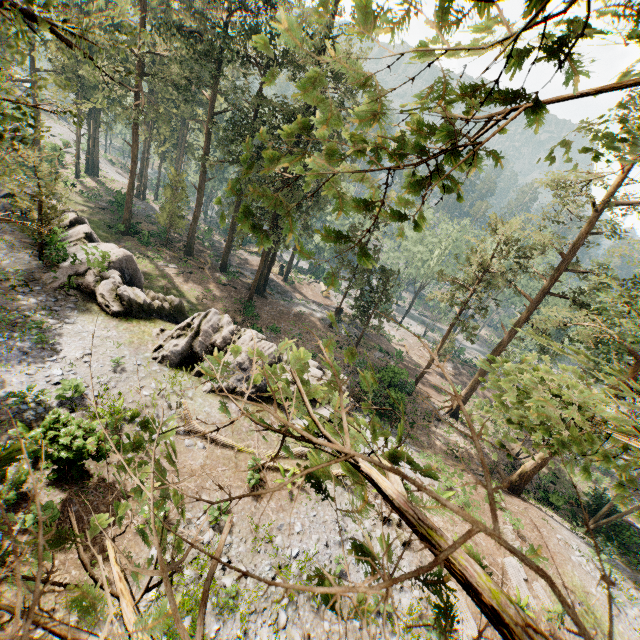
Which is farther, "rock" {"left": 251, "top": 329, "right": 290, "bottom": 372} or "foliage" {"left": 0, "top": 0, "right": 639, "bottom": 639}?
"rock" {"left": 251, "top": 329, "right": 290, "bottom": 372}

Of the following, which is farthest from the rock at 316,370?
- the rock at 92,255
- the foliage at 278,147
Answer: the foliage at 278,147

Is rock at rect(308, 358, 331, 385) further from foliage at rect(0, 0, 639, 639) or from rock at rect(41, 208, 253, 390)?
foliage at rect(0, 0, 639, 639)

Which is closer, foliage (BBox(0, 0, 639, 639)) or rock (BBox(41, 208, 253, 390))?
foliage (BBox(0, 0, 639, 639))

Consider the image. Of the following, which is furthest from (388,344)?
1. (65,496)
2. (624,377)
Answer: (624,377)

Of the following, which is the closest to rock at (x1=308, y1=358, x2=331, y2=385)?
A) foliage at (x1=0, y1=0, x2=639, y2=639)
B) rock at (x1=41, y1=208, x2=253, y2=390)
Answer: rock at (x1=41, y1=208, x2=253, y2=390)

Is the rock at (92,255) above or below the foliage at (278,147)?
below
